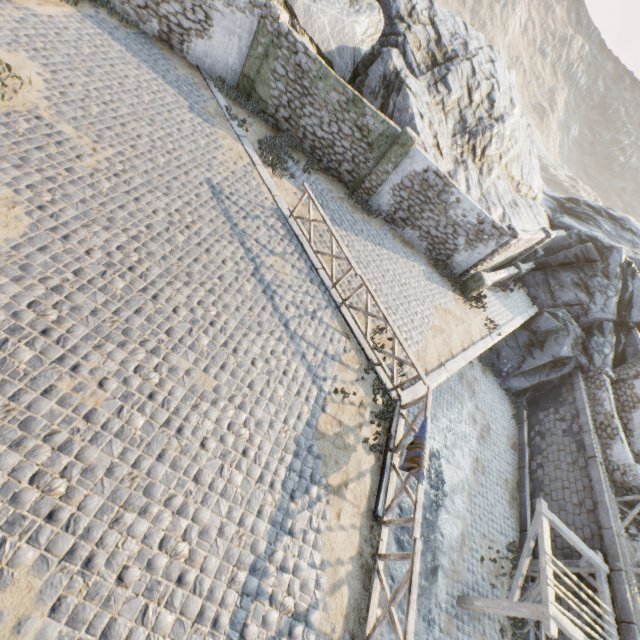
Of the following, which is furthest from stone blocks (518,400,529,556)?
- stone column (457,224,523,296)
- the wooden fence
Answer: stone column (457,224,523,296)

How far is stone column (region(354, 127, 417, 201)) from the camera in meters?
12.1

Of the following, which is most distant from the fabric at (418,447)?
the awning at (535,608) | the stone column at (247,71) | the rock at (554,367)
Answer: the stone column at (247,71)

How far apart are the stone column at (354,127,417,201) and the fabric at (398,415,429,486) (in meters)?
9.85

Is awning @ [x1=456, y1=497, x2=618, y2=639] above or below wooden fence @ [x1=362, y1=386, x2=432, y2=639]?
below

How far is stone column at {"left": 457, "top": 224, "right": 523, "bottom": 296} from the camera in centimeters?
1340cm

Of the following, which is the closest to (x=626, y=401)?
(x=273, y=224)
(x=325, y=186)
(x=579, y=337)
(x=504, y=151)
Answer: (x=579, y=337)

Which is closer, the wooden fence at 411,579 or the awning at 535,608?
the wooden fence at 411,579
